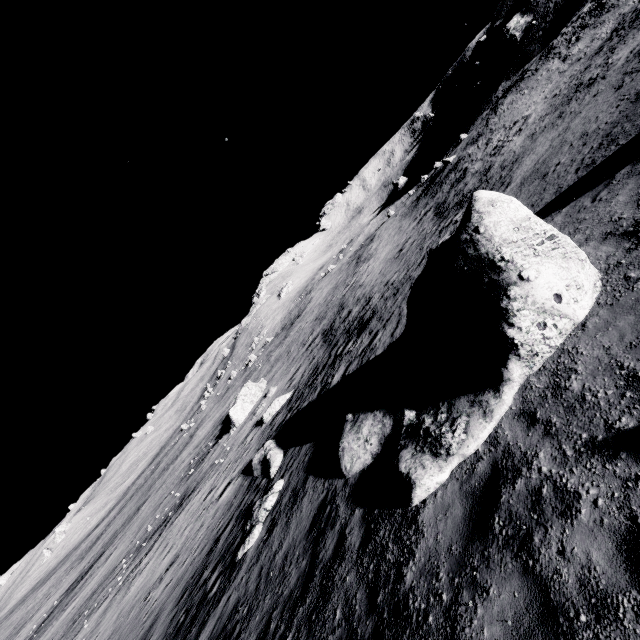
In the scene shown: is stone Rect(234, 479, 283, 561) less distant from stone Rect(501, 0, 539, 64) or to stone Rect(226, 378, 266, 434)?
stone Rect(226, 378, 266, 434)

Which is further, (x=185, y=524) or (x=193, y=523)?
(x=185, y=524)

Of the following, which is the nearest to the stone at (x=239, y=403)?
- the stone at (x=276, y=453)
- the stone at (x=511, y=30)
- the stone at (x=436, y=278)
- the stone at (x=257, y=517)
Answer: the stone at (x=276, y=453)

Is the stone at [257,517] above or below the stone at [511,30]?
below

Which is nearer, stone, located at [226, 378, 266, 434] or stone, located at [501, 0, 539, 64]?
stone, located at [226, 378, 266, 434]

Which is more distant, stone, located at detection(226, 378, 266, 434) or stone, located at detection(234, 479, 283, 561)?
stone, located at detection(226, 378, 266, 434)

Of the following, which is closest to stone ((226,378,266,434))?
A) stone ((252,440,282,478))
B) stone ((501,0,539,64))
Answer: stone ((252,440,282,478))

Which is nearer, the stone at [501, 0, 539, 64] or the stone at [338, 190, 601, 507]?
the stone at [338, 190, 601, 507]
